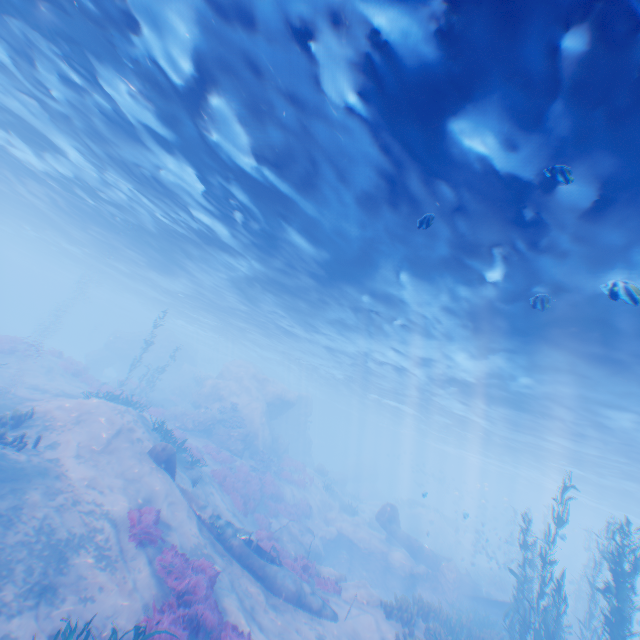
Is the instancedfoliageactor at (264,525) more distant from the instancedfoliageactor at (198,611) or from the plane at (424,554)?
the instancedfoliageactor at (198,611)

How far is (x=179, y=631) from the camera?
7.8m

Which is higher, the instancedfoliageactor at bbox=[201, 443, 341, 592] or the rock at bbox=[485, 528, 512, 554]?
the rock at bbox=[485, 528, 512, 554]

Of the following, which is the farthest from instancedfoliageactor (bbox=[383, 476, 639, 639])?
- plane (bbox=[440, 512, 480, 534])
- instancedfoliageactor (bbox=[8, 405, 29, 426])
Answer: instancedfoliageactor (bbox=[8, 405, 29, 426])

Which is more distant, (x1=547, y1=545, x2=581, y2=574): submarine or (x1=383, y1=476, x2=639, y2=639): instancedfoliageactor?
(x1=547, y1=545, x2=581, y2=574): submarine

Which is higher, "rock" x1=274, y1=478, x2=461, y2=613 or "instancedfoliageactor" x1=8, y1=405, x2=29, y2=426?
"instancedfoliageactor" x1=8, y1=405, x2=29, y2=426

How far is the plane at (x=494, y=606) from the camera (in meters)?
19.23

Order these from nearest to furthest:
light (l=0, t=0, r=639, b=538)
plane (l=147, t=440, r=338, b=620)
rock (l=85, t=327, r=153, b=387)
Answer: light (l=0, t=0, r=639, b=538) → plane (l=147, t=440, r=338, b=620) → rock (l=85, t=327, r=153, b=387)
